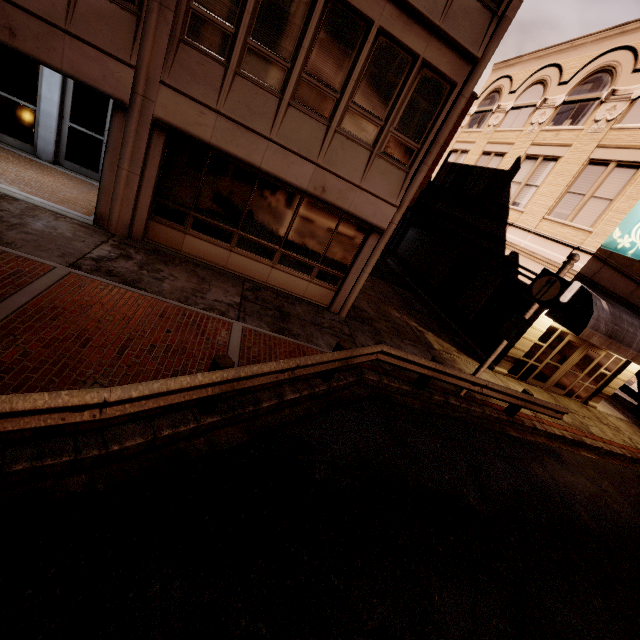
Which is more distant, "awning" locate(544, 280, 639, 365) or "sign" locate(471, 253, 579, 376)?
"awning" locate(544, 280, 639, 365)

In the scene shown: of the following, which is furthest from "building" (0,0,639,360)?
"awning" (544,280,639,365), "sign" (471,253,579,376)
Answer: "sign" (471,253,579,376)

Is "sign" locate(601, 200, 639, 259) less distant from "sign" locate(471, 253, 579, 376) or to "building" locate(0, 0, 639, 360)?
"building" locate(0, 0, 639, 360)

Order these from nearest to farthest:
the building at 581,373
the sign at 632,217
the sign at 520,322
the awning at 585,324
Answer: the sign at 520,322 < the sign at 632,217 < the awning at 585,324 < the building at 581,373

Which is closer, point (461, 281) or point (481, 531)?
point (481, 531)

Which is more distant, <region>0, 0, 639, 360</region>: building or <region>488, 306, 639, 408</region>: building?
→ <region>488, 306, 639, 408</region>: building

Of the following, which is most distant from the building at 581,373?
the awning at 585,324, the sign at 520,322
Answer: the sign at 520,322

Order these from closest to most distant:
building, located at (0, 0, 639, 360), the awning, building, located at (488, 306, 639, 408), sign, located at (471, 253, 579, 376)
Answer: building, located at (0, 0, 639, 360)
sign, located at (471, 253, 579, 376)
the awning
building, located at (488, 306, 639, 408)
